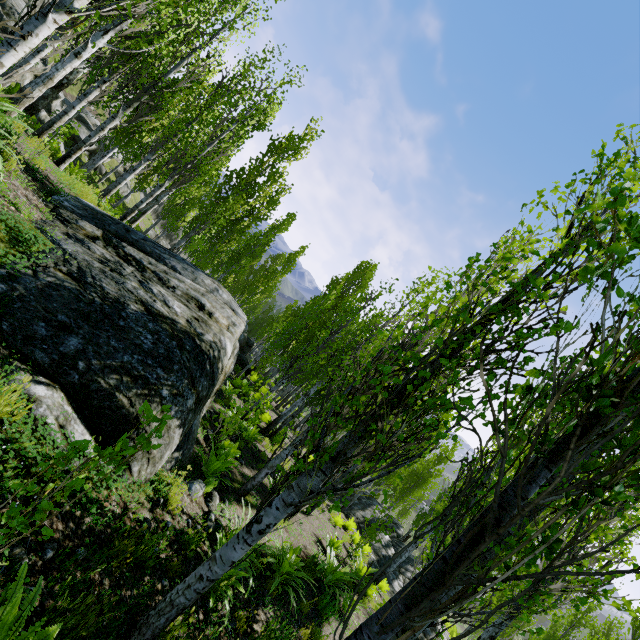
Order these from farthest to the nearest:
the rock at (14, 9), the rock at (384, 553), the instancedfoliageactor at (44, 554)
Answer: the rock at (14, 9)
the rock at (384, 553)
the instancedfoliageactor at (44, 554)

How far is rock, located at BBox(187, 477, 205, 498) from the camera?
5.2m

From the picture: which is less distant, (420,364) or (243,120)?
(420,364)

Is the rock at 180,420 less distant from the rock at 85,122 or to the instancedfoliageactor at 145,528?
the instancedfoliageactor at 145,528

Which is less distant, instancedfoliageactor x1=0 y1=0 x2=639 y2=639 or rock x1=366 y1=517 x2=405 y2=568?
instancedfoliageactor x1=0 y1=0 x2=639 y2=639

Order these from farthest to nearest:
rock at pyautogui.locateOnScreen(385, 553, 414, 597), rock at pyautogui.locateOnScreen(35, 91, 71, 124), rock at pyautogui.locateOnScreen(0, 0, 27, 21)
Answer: rock at pyautogui.locateOnScreen(35, 91, 71, 124), rock at pyautogui.locateOnScreen(0, 0, 27, 21), rock at pyautogui.locateOnScreen(385, 553, 414, 597)

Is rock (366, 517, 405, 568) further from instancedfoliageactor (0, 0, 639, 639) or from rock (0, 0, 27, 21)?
rock (0, 0, 27, 21)

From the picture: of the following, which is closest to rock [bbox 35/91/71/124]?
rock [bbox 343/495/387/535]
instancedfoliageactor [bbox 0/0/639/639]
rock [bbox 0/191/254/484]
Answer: instancedfoliageactor [bbox 0/0/639/639]
